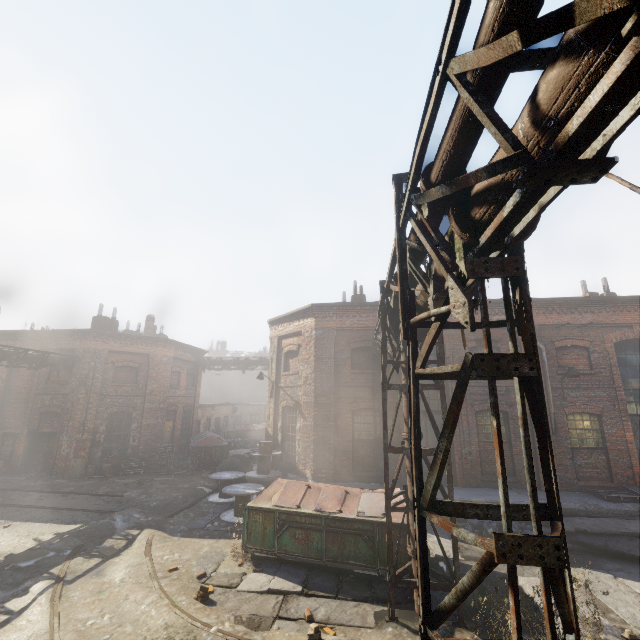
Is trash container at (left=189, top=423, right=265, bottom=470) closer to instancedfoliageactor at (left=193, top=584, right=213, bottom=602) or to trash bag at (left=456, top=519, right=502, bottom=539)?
instancedfoliageactor at (left=193, top=584, right=213, bottom=602)

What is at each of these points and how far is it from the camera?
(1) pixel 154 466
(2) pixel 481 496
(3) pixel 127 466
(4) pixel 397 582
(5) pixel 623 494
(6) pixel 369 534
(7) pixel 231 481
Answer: (1) pallet, 18.7m
(2) building, 11.3m
(3) pallet, 18.3m
(4) scaffolding, 6.3m
(5) pallet, 11.2m
(6) trash container, 7.7m
(7) spool, 13.9m

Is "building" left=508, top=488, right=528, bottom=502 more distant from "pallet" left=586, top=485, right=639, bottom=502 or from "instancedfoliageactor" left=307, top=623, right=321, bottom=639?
"instancedfoliageactor" left=307, top=623, right=321, bottom=639

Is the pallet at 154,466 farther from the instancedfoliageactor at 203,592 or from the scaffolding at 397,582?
the scaffolding at 397,582

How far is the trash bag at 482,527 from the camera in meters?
9.6

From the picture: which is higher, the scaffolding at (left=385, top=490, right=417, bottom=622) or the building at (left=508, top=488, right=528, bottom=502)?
the building at (left=508, top=488, right=528, bottom=502)

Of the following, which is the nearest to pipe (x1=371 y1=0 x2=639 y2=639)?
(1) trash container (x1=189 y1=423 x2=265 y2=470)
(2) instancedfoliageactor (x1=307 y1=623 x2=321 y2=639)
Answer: (2) instancedfoliageactor (x1=307 y1=623 x2=321 y2=639)

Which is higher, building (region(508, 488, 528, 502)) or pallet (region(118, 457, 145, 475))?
building (region(508, 488, 528, 502))
